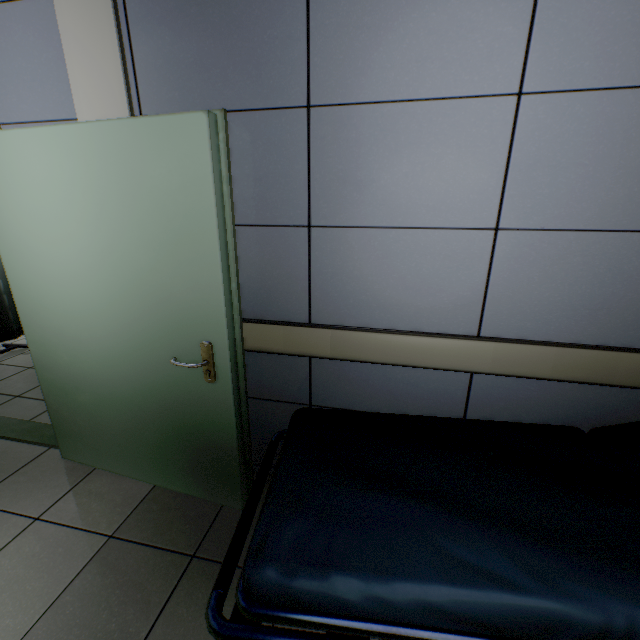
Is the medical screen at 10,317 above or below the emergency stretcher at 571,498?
below

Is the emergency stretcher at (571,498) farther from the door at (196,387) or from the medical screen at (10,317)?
the medical screen at (10,317)

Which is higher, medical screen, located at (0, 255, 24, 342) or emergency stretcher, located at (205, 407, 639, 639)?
emergency stretcher, located at (205, 407, 639, 639)

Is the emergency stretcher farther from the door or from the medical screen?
the medical screen

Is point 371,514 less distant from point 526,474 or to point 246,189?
point 526,474

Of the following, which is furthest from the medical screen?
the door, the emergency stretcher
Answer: the emergency stretcher

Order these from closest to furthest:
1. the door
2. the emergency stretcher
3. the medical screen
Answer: the emergency stretcher < the door < the medical screen
